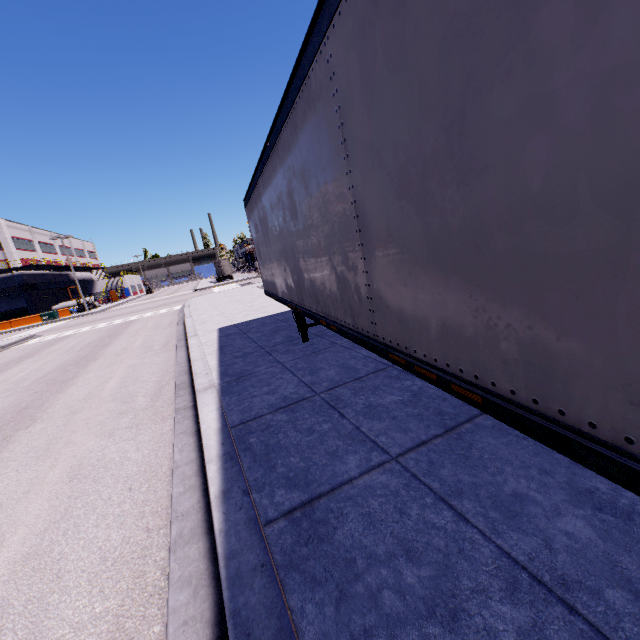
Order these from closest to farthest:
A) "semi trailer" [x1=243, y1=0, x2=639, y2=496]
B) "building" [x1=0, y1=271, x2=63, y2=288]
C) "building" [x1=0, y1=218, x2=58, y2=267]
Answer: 1. "semi trailer" [x1=243, y1=0, x2=639, y2=496]
2. "building" [x1=0, y1=218, x2=58, y2=267]
3. "building" [x1=0, y1=271, x2=63, y2=288]

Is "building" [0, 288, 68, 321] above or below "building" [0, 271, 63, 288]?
below

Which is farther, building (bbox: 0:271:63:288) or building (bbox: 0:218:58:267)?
building (bbox: 0:271:63:288)

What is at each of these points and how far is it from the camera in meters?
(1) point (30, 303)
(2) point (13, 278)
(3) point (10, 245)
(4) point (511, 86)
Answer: (1) building, 47.3
(2) building, 46.4
(3) building, 45.7
(4) semi trailer, 1.2

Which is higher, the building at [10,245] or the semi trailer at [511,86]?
the building at [10,245]

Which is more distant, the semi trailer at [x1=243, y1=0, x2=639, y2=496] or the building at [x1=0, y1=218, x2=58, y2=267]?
the building at [x1=0, y1=218, x2=58, y2=267]

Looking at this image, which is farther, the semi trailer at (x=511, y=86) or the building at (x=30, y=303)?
the building at (x=30, y=303)
